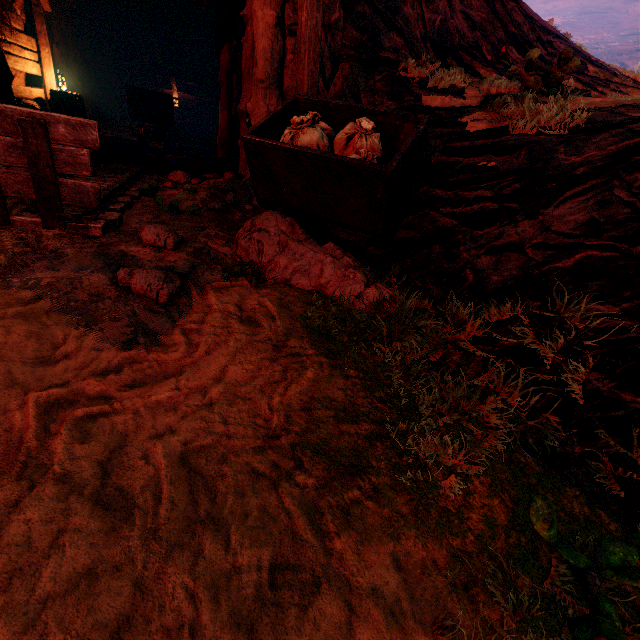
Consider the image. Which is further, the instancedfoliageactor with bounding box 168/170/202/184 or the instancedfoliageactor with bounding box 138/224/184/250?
the instancedfoliageactor with bounding box 168/170/202/184

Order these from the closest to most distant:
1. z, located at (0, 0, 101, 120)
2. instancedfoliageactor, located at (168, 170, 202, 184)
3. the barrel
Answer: instancedfoliageactor, located at (168, 170, 202, 184) < z, located at (0, 0, 101, 120) < the barrel

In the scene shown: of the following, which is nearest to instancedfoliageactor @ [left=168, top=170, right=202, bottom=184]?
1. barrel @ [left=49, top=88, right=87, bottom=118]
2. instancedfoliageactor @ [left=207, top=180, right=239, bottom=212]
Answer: instancedfoliageactor @ [left=207, top=180, right=239, bottom=212]

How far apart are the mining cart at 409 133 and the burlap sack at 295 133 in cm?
2

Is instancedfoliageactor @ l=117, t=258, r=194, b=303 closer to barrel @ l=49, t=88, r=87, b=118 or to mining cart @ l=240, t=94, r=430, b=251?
mining cart @ l=240, t=94, r=430, b=251

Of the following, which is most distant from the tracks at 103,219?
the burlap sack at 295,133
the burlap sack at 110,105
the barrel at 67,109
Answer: the burlap sack at 295,133

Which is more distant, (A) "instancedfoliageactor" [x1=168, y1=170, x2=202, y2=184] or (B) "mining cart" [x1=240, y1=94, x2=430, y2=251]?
(A) "instancedfoliageactor" [x1=168, y1=170, x2=202, y2=184]

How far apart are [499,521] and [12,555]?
2.0m
